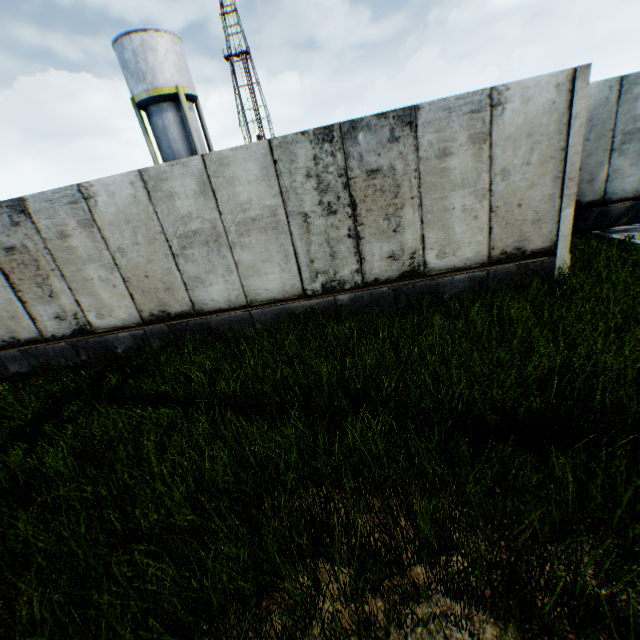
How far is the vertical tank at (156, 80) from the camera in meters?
19.1

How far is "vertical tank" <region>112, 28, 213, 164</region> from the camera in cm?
1912

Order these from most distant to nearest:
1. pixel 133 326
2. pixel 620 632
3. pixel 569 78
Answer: pixel 133 326, pixel 569 78, pixel 620 632
